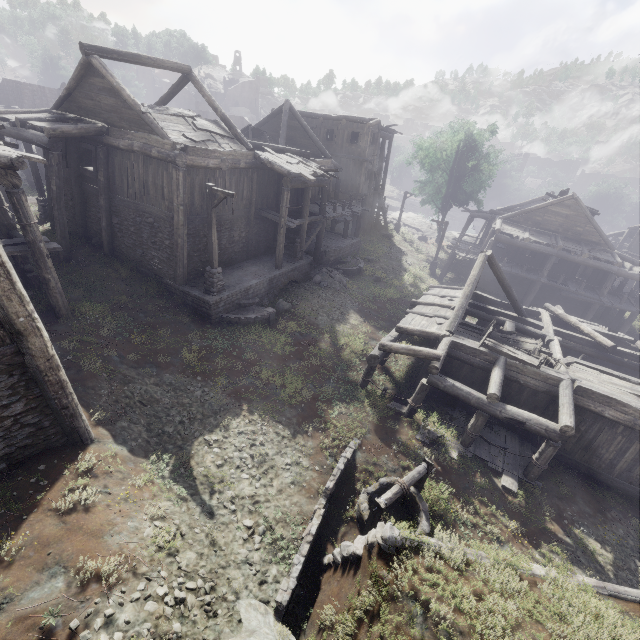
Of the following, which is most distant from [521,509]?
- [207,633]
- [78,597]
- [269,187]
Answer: [269,187]

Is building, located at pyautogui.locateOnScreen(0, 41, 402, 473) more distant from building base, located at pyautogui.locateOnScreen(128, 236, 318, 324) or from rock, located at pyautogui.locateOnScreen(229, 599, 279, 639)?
rock, located at pyautogui.locateOnScreen(229, 599, 279, 639)

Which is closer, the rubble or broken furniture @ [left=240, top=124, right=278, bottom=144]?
the rubble

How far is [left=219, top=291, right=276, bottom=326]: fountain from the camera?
15.1m

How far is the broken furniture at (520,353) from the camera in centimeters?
1278cm

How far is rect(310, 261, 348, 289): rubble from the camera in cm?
2142

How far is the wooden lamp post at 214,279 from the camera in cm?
1277

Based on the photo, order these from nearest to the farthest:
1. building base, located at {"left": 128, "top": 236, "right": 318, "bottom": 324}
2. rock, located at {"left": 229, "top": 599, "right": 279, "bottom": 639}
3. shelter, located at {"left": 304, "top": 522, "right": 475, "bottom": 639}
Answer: shelter, located at {"left": 304, "top": 522, "right": 475, "bottom": 639}, rock, located at {"left": 229, "top": 599, "right": 279, "bottom": 639}, building base, located at {"left": 128, "top": 236, "right": 318, "bottom": 324}
